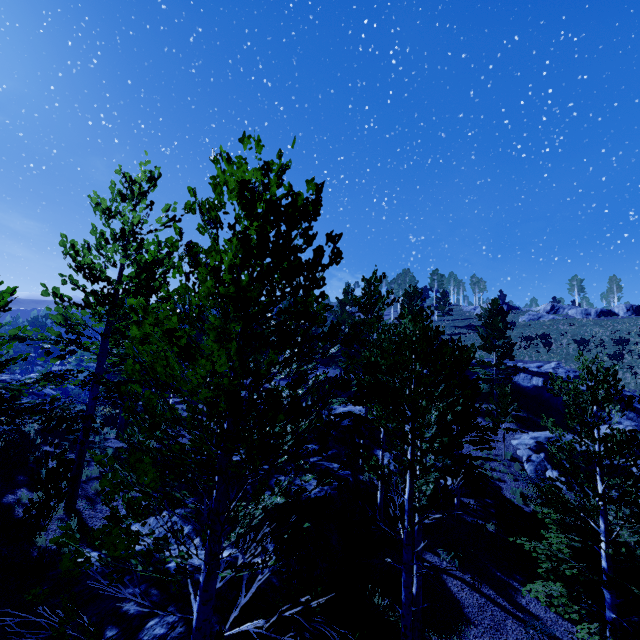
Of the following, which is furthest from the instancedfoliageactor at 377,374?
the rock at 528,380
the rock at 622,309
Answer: the rock at 622,309

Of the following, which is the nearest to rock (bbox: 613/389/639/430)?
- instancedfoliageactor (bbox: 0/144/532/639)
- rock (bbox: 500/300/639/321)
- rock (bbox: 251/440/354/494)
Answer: instancedfoliageactor (bbox: 0/144/532/639)

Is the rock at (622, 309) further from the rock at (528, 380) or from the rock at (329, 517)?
the rock at (329, 517)

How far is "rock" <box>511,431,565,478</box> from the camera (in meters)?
18.92

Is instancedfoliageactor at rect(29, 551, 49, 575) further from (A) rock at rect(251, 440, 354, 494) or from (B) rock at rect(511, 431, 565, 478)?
(B) rock at rect(511, 431, 565, 478)

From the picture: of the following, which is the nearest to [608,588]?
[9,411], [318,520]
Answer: [318,520]

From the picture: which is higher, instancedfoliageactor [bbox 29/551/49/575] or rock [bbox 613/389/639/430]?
rock [bbox 613/389/639/430]

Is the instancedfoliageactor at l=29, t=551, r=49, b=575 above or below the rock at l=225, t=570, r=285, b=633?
above
